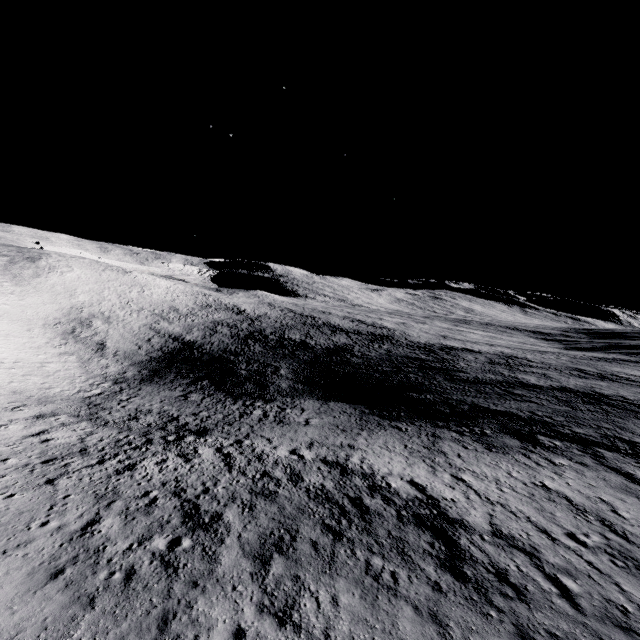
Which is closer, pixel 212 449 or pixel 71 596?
pixel 71 596
